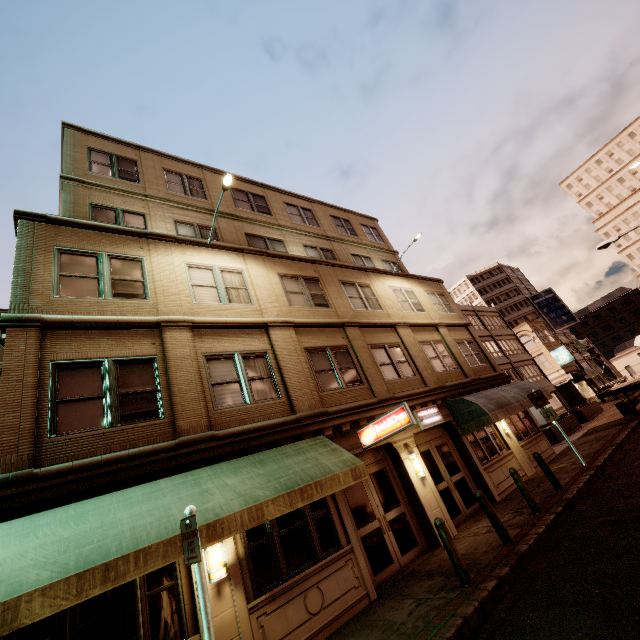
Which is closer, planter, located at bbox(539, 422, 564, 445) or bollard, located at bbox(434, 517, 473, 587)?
bollard, located at bbox(434, 517, 473, 587)

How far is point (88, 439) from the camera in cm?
677

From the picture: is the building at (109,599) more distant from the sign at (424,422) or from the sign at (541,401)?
the sign at (541,401)

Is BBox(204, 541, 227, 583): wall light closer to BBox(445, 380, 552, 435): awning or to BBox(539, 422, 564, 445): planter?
BBox(445, 380, 552, 435): awning

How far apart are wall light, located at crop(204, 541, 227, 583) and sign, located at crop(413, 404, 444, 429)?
8.0m

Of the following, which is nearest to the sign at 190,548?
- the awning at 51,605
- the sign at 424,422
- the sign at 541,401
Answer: the awning at 51,605

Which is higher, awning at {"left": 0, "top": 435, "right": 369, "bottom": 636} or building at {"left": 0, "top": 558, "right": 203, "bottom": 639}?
awning at {"left": 0, "top": 435, "right": 369, "bottom": 636}

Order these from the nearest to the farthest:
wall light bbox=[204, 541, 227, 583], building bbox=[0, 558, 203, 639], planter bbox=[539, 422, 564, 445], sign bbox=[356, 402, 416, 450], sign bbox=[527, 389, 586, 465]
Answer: building bbox=[0, 558, 203, 639] → wall light bbox=[204, 541, 227, 583] → sign bbox=[356, 402, 416, 450] → sign bbox=[527, 389, 586, 465] → planter bbox=[539, 422, 564, 445]
